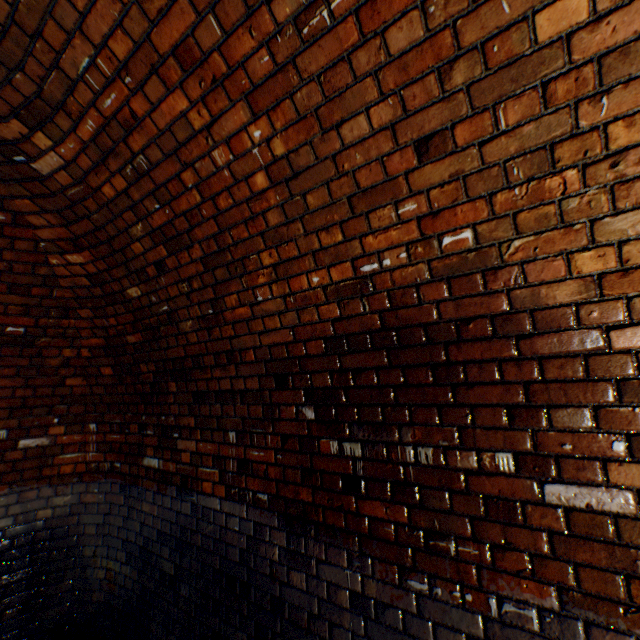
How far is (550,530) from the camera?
1.20m
